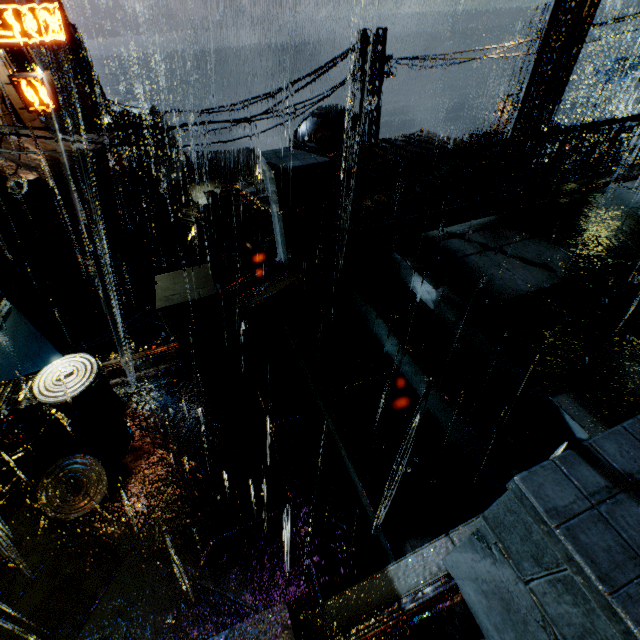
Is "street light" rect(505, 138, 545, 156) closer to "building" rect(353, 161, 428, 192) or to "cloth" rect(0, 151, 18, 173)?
"building" rect(353, 161, 428, 192)

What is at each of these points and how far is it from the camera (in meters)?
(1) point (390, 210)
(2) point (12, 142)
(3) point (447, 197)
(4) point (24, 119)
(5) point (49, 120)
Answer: (1) building, 8.49
(2) cloth, 16.11
(3) building, 8.78
(4) building, 17.64
(5) gear, 29.08

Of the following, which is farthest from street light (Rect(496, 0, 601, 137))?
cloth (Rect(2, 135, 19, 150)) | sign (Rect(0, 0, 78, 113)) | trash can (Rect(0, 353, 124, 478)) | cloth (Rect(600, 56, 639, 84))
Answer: cloth (Rect(600, 56, 639, 84))

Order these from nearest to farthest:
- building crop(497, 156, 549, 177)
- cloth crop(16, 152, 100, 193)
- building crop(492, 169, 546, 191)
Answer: building crop(492, 169, 546, 191) → building crop(497, 156, 549, 177) → cloth crop(16, 152, 100, 193)

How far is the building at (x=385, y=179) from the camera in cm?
960

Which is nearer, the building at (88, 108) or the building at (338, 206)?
the building at (338, 206)

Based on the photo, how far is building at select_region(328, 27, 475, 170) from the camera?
11.4m

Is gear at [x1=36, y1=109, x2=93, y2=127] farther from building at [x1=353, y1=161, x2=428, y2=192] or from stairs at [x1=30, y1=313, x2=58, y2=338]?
stairs at [x1=30, y1=313, x2=58, y2=338]
